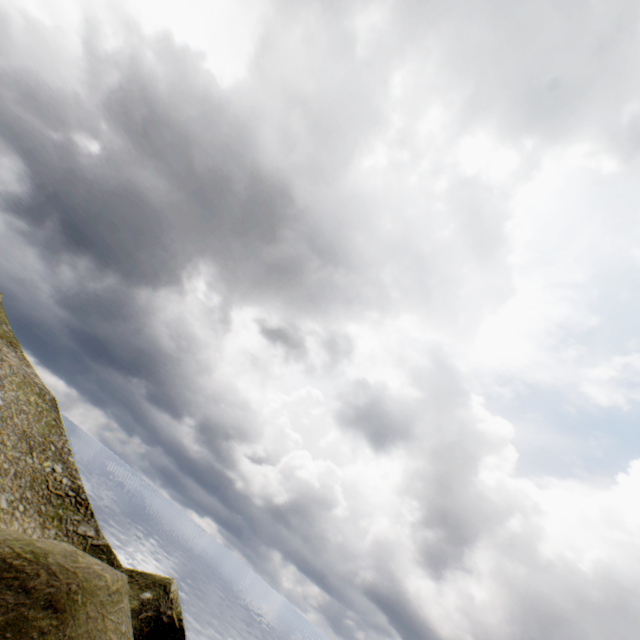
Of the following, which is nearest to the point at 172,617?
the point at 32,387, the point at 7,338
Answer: the point at 32,387
